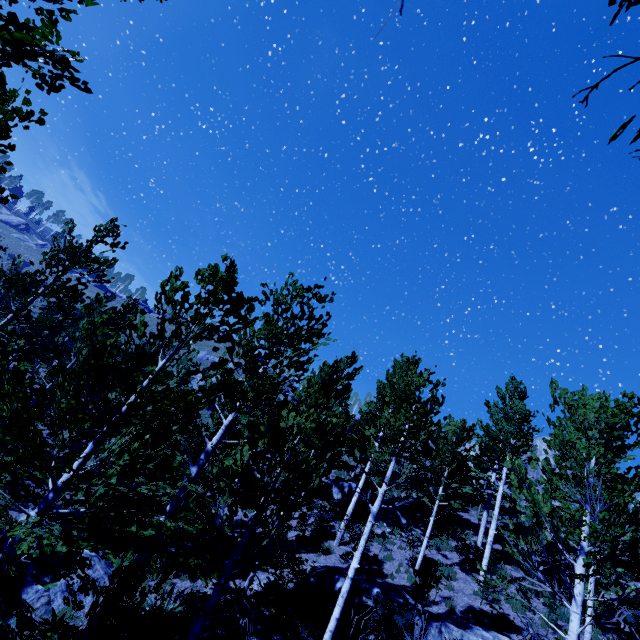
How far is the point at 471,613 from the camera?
11.6m

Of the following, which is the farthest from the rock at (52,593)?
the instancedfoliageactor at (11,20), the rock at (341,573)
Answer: the rock at (341,573)

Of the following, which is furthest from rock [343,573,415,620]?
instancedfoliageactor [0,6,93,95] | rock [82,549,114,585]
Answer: rock [82,549,114,585]

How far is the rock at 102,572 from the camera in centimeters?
986cm

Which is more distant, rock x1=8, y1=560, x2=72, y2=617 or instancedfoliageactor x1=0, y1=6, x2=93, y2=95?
rock x1=8, y1=560, x2=72, y2=617

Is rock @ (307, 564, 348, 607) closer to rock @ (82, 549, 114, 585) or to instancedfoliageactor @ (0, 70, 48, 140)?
instancedfoliageactor @ (0, 70, 48, 140)
